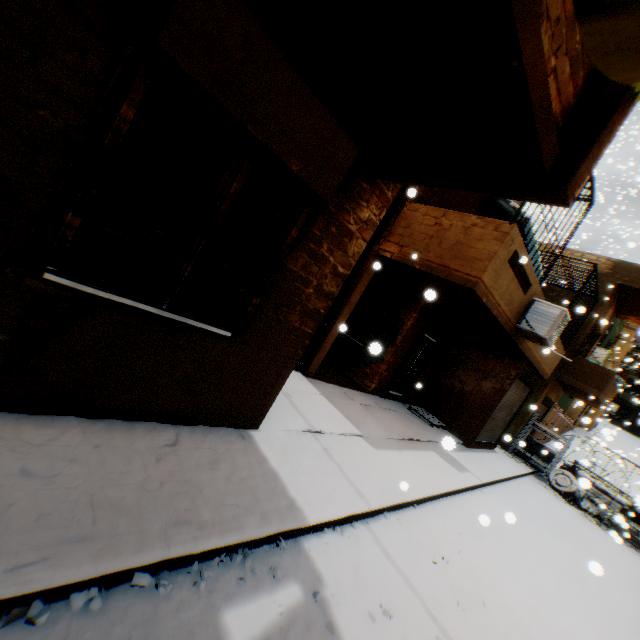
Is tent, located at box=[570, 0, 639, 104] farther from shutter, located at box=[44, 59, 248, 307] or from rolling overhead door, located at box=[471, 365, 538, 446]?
rolling overhead door, located at box=[471, 365, 538, 446]

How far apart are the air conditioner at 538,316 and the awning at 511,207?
1.90m

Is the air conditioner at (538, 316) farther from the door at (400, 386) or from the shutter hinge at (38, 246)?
the shutter hinge at (38, 246)

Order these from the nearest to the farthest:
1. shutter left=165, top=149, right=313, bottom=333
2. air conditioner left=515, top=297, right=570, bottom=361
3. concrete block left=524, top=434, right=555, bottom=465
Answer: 1. shutter left=165, top=149, right=313, bottom=333
2. air conditioner left=515, top=297, right=570, bottom=361
3. concrete block left=524, top=434, right=555, bottom=465

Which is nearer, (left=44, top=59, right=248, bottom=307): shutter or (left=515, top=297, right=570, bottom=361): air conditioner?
(left=44, top=59, right=248, bottom=307): shutter

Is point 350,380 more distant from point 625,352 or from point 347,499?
point 625,352

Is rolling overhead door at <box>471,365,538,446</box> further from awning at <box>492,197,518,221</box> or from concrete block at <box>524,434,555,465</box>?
concrete block at <box>524,434,555,465</box>

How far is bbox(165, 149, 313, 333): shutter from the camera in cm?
273
